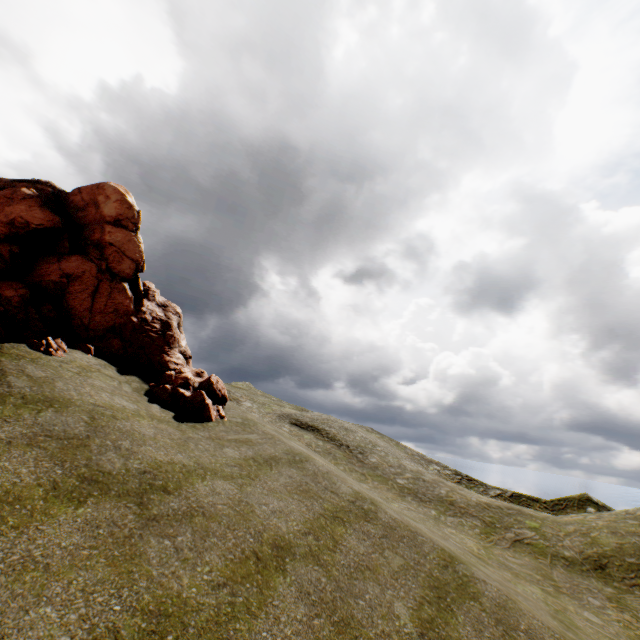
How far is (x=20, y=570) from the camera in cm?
471
